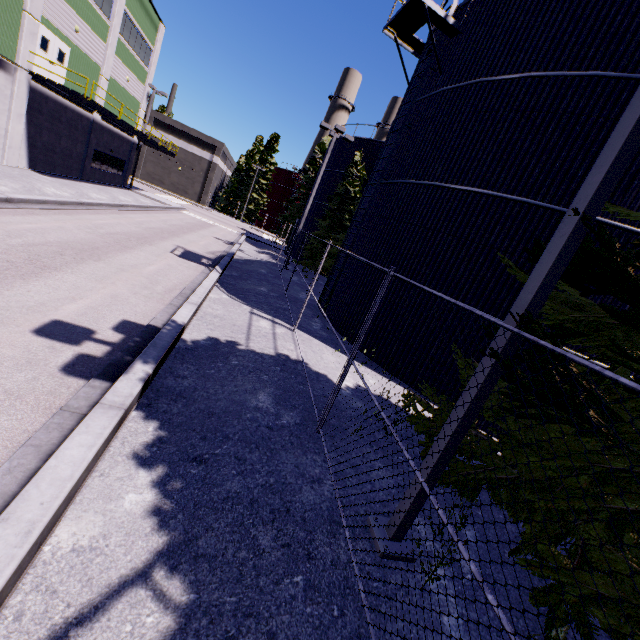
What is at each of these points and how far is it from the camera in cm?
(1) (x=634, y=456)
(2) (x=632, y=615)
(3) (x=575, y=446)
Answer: (1) tree, 218
(2) tree, 245
(3) tree, 381

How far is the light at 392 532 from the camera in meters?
3.9 m

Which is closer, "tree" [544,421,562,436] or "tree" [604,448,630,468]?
"tree" [604,448,630,468]

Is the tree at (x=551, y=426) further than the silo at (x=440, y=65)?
No

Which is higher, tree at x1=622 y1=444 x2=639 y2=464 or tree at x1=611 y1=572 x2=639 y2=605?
tree at x1=622 y1=444 x2=639 y2=464

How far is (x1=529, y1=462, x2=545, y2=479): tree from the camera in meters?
3.7
